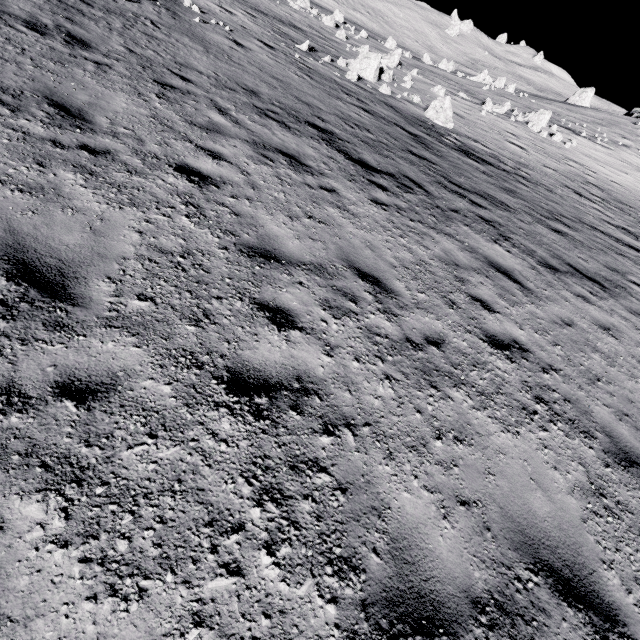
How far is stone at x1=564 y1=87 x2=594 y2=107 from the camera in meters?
51.5 m

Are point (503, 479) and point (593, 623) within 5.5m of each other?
yes

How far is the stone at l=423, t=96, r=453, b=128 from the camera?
17.8 meters

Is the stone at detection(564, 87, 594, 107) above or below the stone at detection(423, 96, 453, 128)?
above

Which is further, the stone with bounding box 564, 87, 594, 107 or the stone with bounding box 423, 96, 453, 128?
the stone with bounding box 564, 87, 594, 107

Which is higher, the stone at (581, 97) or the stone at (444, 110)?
the stone at (581, 97)

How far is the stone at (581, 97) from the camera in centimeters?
5153cm
